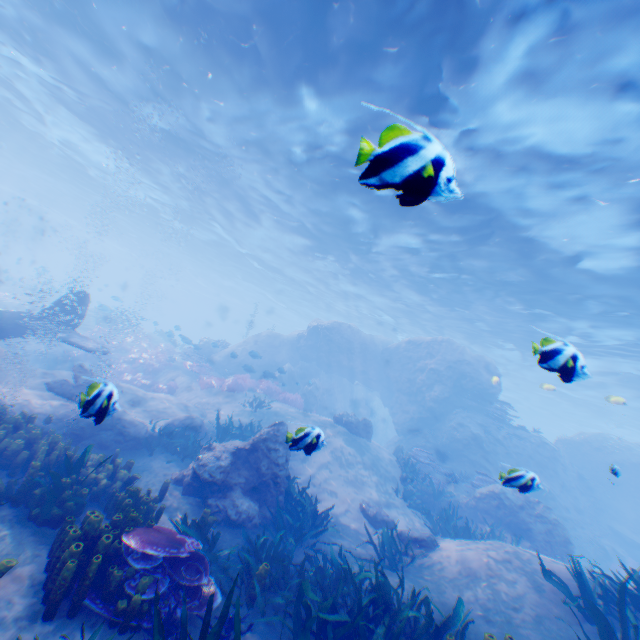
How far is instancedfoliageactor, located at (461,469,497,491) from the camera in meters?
14.0

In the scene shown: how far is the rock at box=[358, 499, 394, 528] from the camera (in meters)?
9.93

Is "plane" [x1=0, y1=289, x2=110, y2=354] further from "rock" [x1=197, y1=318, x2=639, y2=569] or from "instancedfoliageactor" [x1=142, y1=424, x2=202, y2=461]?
"instancedfoliageactor" [x1=142, y1=424, x2=202, y2=461]

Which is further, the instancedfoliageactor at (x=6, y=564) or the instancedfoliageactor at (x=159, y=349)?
the instancedfoliageactor at (x=159, y=349)

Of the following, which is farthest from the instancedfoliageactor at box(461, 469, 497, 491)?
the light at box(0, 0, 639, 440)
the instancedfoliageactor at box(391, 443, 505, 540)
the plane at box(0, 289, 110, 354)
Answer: the instancedfoliageactor at box(391, 443, 505, 540)

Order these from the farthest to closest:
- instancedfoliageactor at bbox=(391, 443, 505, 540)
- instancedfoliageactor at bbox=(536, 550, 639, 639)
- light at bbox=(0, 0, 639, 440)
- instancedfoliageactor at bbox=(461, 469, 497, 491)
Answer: instancedfoliageactor at bbox=(461, 469, 497, 491)
instancedfoliageactor at bbox=(391, 443, 505, 540)
light at bbox=(0, 0, 639, 440)
instancedfoliageactor at bbox=(536, 550, 639, 639)

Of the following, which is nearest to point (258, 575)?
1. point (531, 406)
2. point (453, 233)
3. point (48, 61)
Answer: point (453, 233)

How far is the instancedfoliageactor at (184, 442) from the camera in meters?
9.3 m
